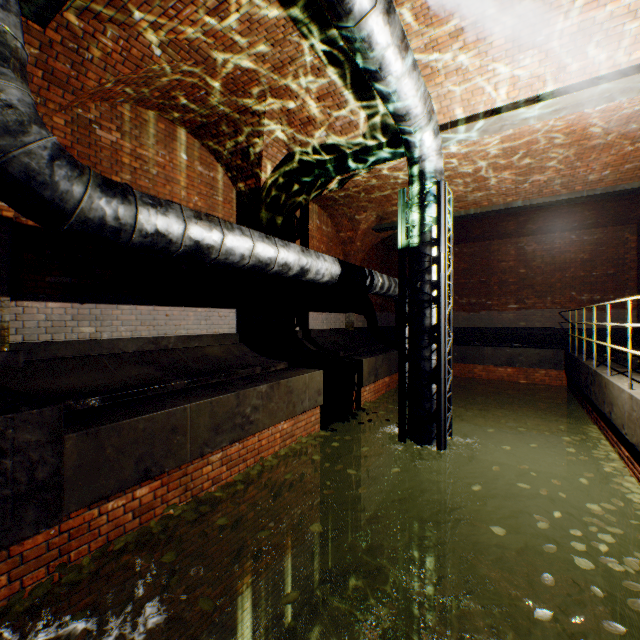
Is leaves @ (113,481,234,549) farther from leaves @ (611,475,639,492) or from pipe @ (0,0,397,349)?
leaves @ (611,475,639,492)

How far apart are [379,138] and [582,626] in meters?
9.7

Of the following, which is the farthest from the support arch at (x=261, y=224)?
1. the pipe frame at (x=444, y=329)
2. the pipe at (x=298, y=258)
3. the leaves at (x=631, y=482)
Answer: the leaves at (x=631, y=482)

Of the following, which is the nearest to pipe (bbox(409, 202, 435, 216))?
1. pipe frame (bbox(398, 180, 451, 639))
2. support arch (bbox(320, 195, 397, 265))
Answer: pipe frame (bbox(398, 180, 451, 639))

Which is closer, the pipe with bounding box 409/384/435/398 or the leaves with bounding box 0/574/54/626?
the leaves with bounding box 0/574/54/626

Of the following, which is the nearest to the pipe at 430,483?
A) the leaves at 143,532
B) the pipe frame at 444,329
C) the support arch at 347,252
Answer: the pipe frame at 444,329

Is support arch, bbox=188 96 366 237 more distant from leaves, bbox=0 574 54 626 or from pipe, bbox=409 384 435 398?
leaves, bbox=0 574 54 626

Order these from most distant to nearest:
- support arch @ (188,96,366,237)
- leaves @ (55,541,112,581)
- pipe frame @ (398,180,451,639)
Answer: support arch @ (188,96,366,237) → pipe frame @ (398,180,451,639) → leaves @ (55,541,112,581)
